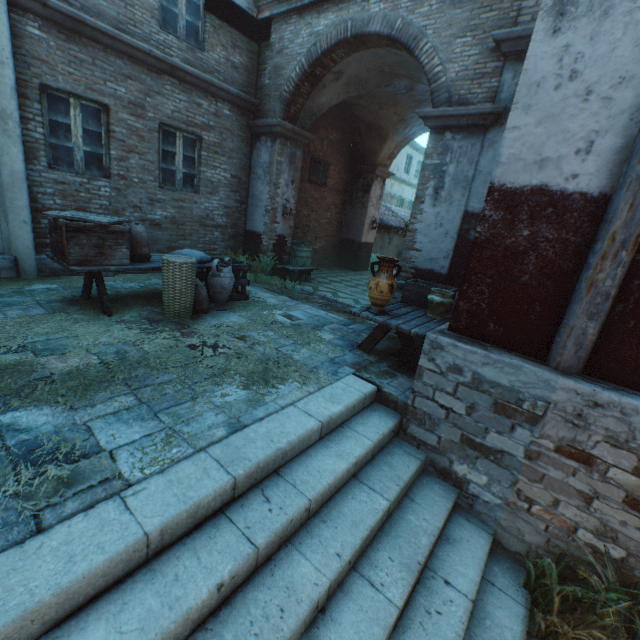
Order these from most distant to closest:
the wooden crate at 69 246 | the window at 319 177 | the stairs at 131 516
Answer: the window at 319 177, the wooden crate at 69 246, the stairs at 131 516

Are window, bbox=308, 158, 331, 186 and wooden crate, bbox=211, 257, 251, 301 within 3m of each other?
no

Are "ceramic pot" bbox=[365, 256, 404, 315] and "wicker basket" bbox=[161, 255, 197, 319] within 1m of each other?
no

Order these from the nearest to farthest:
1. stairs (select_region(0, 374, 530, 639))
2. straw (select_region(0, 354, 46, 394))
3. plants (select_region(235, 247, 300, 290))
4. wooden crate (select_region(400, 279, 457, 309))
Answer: stairs (select_region(0, 374, 530, 639))
straw (select_region(0, 354, 46, 394))
wooden crate (select_region(400, 279, 457, 309))
plants (select_region(235, 247, 300, 290))

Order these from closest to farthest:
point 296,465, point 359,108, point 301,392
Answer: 1. point 296,465
2. point 301,392
3. point 359,108

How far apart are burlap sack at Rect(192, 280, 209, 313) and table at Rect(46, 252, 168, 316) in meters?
0.3

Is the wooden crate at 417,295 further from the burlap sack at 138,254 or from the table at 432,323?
the burlap sack at 138,254

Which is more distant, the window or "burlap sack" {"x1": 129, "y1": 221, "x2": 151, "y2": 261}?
the window
